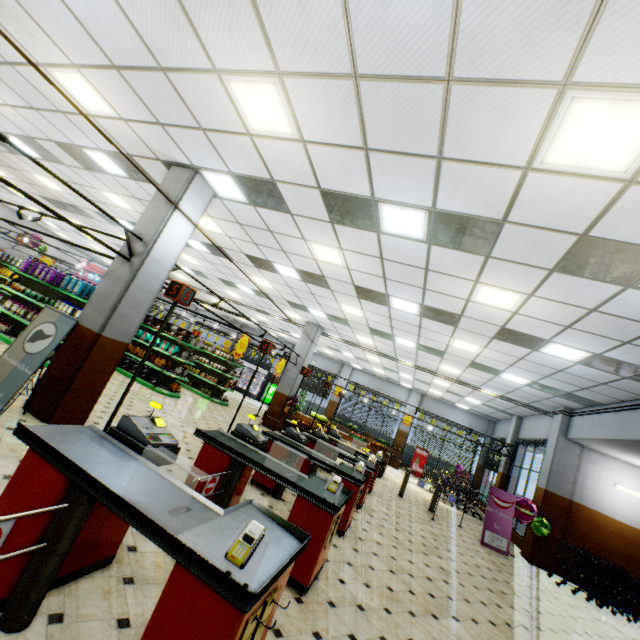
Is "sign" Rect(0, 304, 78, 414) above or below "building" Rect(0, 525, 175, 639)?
above

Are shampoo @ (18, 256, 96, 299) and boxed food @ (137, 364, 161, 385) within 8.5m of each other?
yes

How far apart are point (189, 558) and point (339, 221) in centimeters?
513cm

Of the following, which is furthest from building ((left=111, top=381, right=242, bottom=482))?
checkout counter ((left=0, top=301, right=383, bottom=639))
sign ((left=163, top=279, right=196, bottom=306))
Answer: sign ((left=163, top=279, right=196, bottom=306))

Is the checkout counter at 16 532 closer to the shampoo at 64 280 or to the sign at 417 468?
the shampoo at 64 280

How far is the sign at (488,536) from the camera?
9.5m

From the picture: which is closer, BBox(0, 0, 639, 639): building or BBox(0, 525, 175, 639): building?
BBox(0, 525, 175, 639): building

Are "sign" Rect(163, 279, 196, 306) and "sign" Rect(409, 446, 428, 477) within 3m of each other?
no
